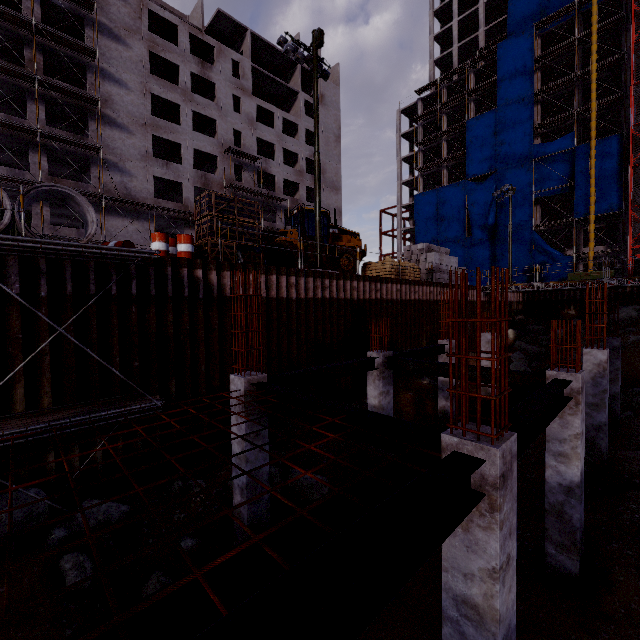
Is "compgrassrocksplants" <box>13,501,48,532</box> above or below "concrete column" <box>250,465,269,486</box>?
below

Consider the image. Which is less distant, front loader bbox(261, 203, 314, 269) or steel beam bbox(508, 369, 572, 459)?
steel beam bbox(508, 369, 572, 459)

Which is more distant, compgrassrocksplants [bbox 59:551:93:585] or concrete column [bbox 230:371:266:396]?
concrete column [bbox 230:371:266:396]

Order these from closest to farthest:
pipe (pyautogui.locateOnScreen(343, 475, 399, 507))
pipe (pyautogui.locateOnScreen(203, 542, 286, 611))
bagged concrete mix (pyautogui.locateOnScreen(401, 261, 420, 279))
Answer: pipe (pyautogui.locateOnScreen(203, 542, 286, 611)) → pipe (pyautogui.locateOnScreen(343, 475, 399, 507)) → bagged concrete mix (pyautogui.locateOnScreen(401, 261, 420, 279))

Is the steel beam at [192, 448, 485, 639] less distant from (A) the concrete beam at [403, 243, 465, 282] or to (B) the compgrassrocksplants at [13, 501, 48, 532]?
(B) the compgrassrocksplants at [13, 501, 48, 532]

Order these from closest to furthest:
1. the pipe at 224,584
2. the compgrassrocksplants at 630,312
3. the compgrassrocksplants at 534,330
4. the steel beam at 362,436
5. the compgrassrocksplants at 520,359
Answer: the pipe at 224,584 < the steel beam at 362,436 < the compgrassrocksplants at 520,359 < the compgrassrocksplants at 630,312 < the compgrassrocksplants at 534,330

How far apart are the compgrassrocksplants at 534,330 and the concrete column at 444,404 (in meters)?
20.48

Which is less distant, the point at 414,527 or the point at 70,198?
the point at 414,527
